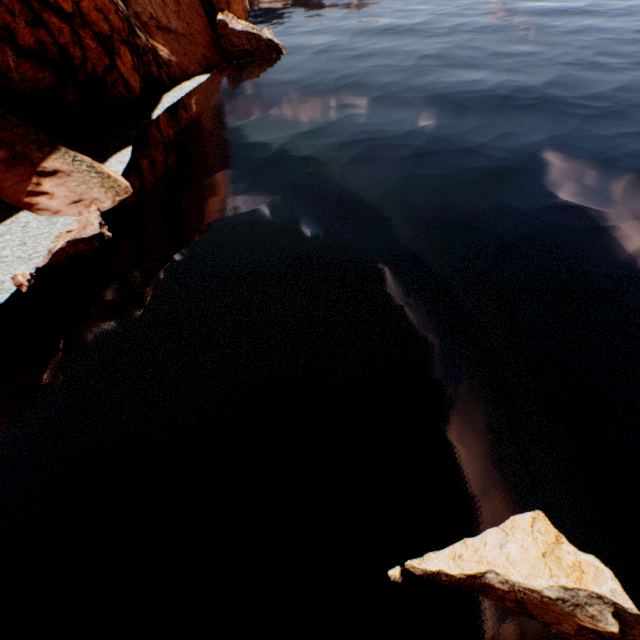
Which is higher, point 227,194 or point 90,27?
point 90,27

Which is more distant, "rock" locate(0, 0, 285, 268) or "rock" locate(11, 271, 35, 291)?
"rock" locate(0, 0, 285, 268)

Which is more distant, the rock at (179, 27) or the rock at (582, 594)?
the rock at (179, 27)

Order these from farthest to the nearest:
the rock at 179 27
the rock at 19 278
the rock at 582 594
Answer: the rock at 179 27
the rock at 19 278
the rock at 582 594

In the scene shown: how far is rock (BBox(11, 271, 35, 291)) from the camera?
10.74m

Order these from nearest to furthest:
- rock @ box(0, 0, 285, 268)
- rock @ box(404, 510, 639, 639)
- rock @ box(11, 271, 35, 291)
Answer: rock @ box(404, 510, 639, 639), rock @ box(11, 271, 35, 291), rock @ box(0, 0, 285, 268)

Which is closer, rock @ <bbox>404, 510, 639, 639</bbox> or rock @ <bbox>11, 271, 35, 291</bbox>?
rock @ <bbox>404, 510, 639, 639</bbox>
